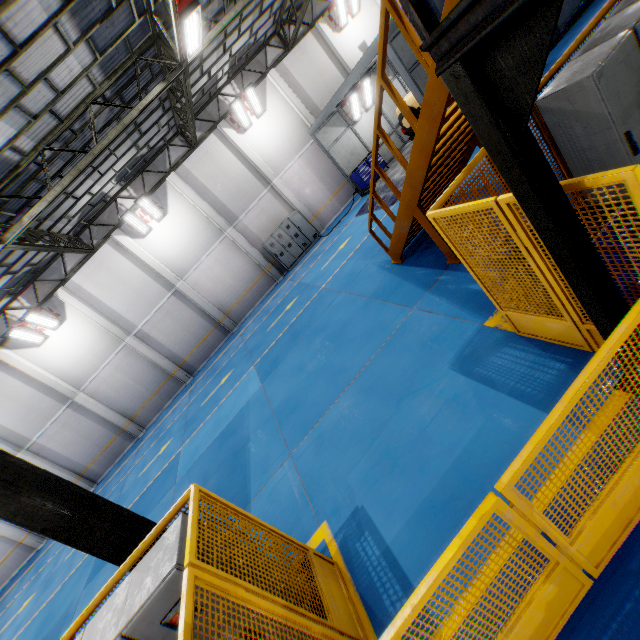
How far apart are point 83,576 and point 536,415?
14.10m

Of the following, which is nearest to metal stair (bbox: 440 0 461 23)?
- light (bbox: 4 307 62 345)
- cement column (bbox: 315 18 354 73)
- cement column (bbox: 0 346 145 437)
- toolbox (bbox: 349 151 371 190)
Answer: toolbox (bbox: 349 151 371 190)

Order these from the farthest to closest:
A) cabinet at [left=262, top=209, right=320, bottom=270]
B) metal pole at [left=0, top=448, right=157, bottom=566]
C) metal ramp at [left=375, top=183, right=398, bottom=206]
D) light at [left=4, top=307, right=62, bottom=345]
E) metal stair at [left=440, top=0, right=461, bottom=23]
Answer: cabinet at [left=262, top=209, right=320, bottom=270]
light at [left=4, top=307, right=62, bottom=345]
metal ramp at [left=375, top=183, right=398, bottom=206]
metal pole at [left=0, top=448, right=157, bottom=566]
metal stair at [left=440, top=0, right=461, bottom=23]

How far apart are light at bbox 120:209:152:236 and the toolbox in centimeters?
1094cm

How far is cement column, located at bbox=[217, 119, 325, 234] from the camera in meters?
17.2 m

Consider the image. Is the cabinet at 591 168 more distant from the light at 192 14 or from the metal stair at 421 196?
the light at 192 14

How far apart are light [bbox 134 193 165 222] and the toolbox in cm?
1011

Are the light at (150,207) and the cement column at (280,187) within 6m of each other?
yes
